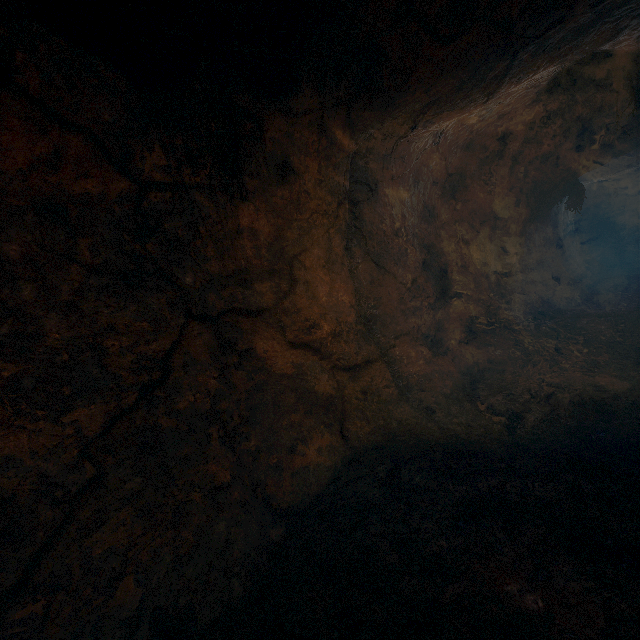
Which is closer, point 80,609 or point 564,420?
point 80,609
